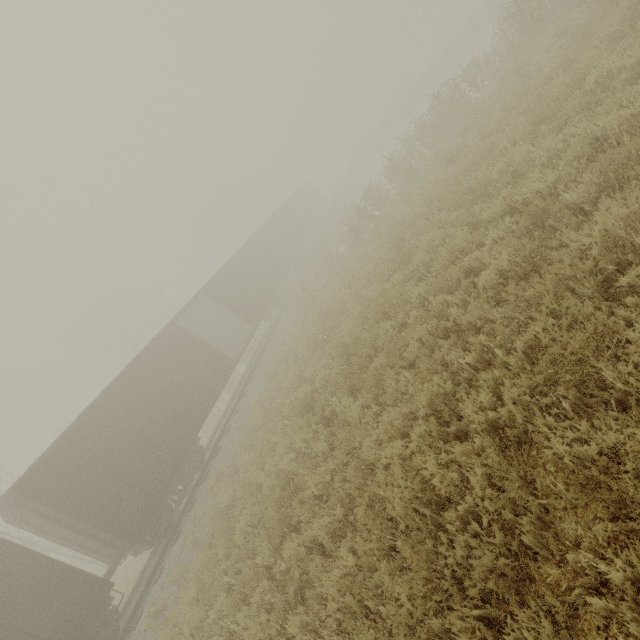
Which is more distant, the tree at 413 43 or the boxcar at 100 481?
the boxcar at 100 481

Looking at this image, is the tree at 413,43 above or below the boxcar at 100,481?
below

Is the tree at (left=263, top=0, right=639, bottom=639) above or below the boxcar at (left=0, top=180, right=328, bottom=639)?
below

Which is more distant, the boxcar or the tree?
the boxcar

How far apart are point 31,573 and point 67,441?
3.3 meters
